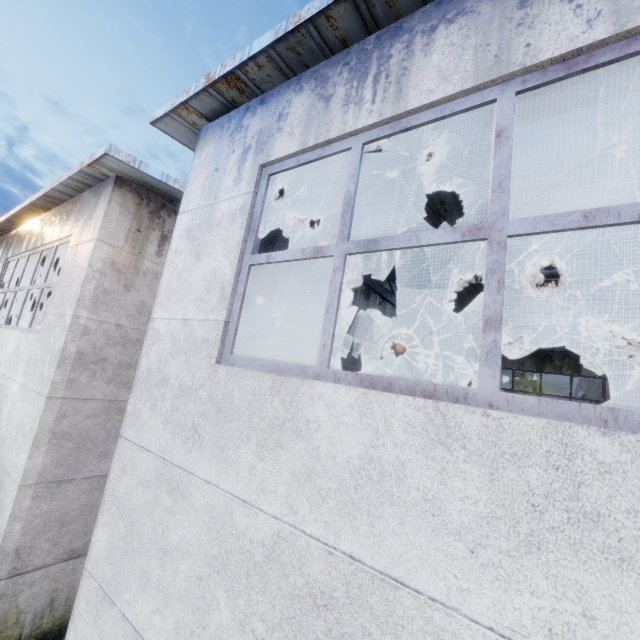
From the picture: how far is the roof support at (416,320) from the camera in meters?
7.7 m

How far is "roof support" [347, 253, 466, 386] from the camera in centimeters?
772cm

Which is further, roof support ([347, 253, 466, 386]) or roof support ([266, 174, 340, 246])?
roof support ([347, 253, 466, 386])

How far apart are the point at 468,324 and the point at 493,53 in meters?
13.2 m
